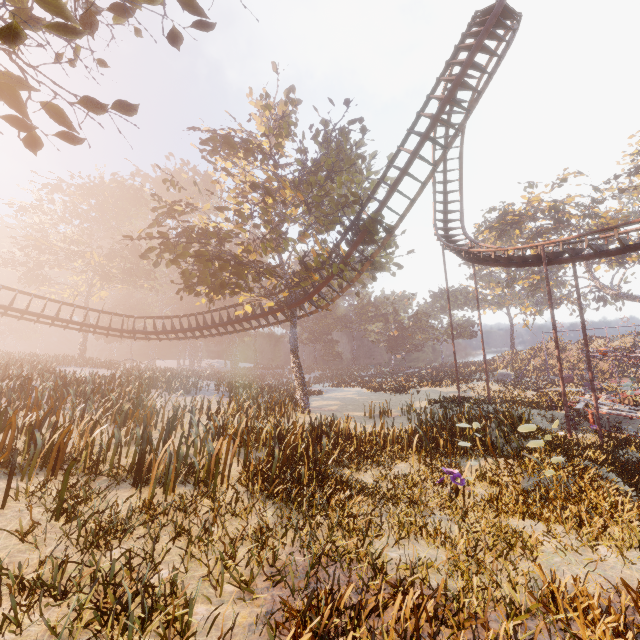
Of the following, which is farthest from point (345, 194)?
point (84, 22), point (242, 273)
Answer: point (84, 22)

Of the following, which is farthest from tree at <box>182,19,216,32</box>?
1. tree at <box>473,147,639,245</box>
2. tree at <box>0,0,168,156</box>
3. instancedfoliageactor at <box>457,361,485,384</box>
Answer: tree at <box>473,147,639,245</box>

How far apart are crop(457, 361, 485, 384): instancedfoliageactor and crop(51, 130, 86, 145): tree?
46.76m

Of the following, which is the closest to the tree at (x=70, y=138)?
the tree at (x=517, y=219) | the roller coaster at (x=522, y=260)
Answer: the roller coaster at (x=522, y=260)

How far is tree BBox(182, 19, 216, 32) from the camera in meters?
5.2

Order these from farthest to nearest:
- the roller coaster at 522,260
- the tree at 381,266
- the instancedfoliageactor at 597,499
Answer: the tree at 381,266 < the roller coaster at 522,260 < the instancedfoliageactor at 597,499

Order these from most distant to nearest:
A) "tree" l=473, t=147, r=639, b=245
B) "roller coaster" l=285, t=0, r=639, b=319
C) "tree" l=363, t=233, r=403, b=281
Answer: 1. "tree" l=473, t=147, r=639, b=245
2. "tree" l=363, t=233, r=403, b=281
3. "roller coaster" l=285, t=0, r=639, b=319

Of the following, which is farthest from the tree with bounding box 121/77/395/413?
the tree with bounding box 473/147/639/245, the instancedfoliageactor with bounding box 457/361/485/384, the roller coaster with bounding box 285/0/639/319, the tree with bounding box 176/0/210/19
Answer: the tree with bounding box 473/147/639/245
